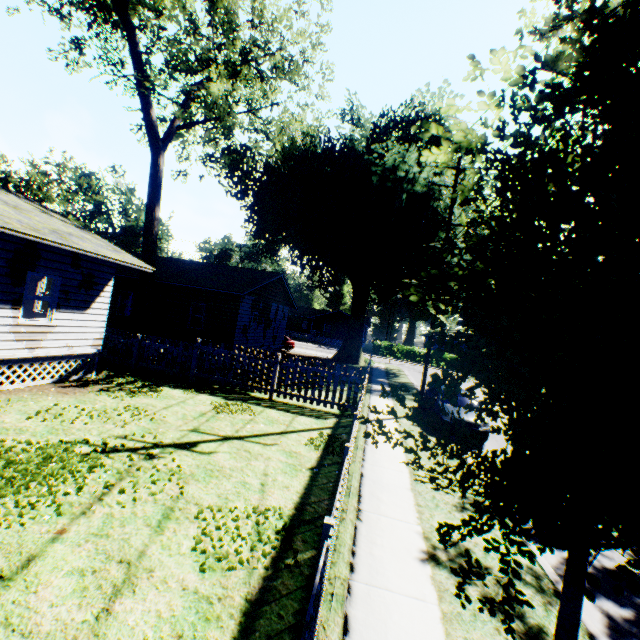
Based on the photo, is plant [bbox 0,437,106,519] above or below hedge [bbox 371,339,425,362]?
below

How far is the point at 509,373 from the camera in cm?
203

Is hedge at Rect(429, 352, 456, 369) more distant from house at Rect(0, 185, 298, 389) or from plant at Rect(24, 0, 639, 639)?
house at Rect(0, 185, 298, 389)

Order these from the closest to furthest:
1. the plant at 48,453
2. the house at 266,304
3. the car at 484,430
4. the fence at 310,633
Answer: the fence at 310,633
the plant at 48,453
the house at 266,304
the car at 484,430

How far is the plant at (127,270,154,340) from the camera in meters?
16.4 m

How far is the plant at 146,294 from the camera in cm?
1638

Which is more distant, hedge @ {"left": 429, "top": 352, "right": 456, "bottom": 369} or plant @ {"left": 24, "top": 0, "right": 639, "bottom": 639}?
hedge @ {"left": 429, "top": 352, "right": 456, "bottom": 369}

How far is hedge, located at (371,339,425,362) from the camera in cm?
4856
